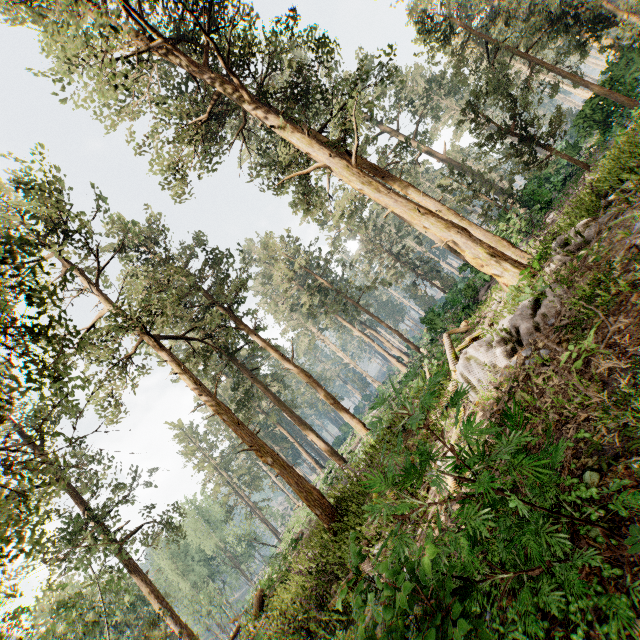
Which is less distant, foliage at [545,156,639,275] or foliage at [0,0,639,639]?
foliage at [545,156,639,275]

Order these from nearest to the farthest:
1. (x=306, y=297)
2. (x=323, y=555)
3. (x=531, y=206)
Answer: (x=323, y=555) → (x=531, y=206) → (x=306, y=297)

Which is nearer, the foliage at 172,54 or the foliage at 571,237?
the foliage at 571,237
